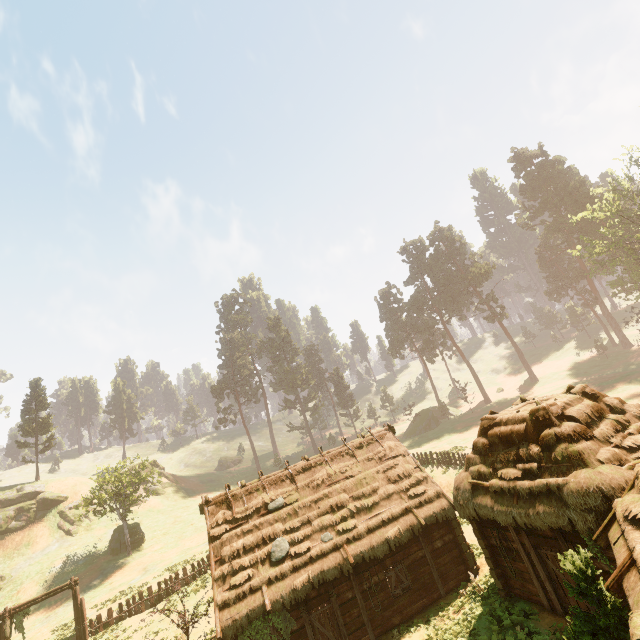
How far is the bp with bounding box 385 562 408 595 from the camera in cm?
1541

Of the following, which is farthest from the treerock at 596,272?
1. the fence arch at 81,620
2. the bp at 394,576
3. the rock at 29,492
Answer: the bp at 394,576

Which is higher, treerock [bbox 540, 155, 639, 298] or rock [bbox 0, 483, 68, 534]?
treerock [bbox 540, 155, 639, 298]

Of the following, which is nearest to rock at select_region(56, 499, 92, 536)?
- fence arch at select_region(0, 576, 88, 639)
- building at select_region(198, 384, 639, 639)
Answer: fence arch at select_region(0, 576, 88, 639)

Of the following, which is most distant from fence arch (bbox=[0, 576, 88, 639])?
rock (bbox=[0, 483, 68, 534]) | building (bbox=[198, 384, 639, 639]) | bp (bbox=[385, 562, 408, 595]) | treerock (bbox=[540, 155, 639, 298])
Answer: bp (bbox=[385, 562, 408, 595])

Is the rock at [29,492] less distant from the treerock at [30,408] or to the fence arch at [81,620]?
the treerock at [30,408]

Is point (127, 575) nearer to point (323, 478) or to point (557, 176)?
point (323, 478)

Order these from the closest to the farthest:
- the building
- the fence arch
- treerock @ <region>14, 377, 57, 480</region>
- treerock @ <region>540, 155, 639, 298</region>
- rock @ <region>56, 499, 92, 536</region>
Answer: the building → the fence arch → treerock @ <region>540, 155, 639, 298</region> → rock @ <region>56, 499, 92, 536</region> → treerock @ <region>14, 377, 57, 480</region>
